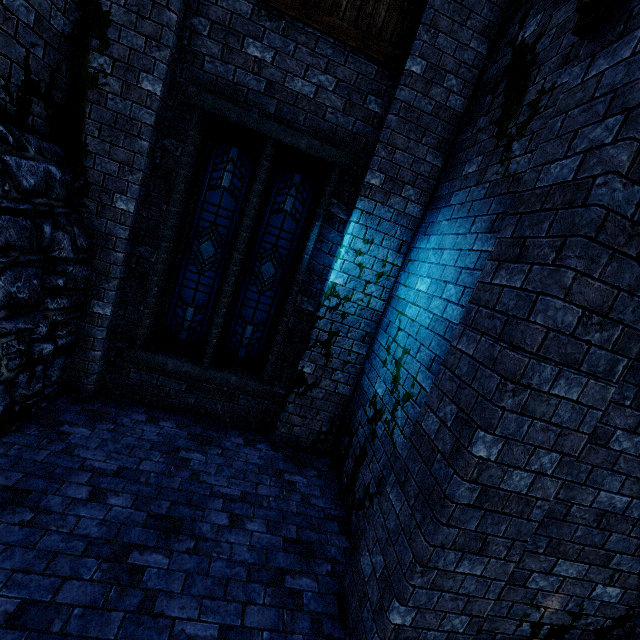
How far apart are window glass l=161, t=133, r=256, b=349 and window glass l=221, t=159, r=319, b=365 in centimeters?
26cm

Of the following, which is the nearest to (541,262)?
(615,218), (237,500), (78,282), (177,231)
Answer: (615,218)

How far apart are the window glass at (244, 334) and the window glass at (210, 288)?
0.3 meters

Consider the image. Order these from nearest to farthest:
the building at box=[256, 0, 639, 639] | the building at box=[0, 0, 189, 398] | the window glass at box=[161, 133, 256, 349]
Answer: the building at box=[256, 0, 639, 639] < the building at box=[0, 0, 189, 398] < the window glass at box=[161, 133, 256, 349]

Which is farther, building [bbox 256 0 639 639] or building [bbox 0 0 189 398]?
building [bbox 0 0 189 398]

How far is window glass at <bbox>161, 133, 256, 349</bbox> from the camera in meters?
4.8

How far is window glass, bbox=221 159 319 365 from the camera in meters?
5.0 m

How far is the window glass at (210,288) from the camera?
4.8 meters
